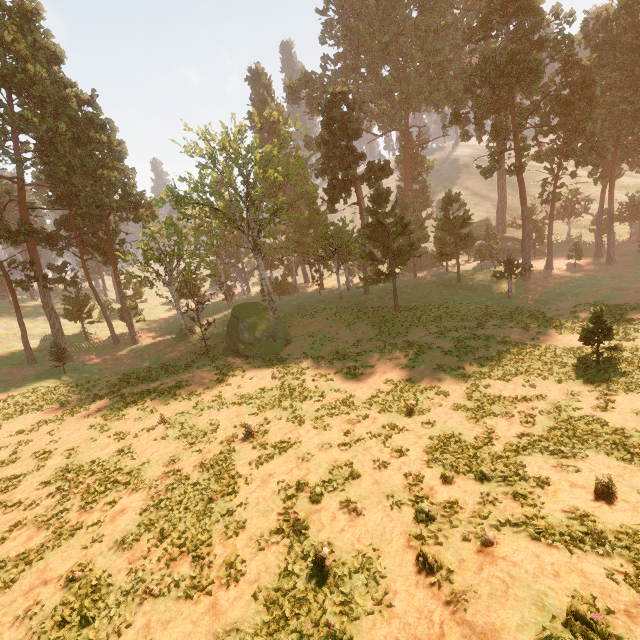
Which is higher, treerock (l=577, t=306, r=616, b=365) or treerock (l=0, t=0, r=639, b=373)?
treerock (l=0, t=0, r=639, b=373)

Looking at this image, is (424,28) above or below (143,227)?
above

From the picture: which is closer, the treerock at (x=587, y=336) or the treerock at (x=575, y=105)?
the treerock at (x=587, y=336)

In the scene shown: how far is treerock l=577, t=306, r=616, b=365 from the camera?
18.55m

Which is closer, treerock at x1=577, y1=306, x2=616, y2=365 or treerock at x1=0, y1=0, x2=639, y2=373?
treerock at x1=577, y1=306, x2=616, y2=365

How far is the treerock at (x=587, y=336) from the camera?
Answer: 18.55m
